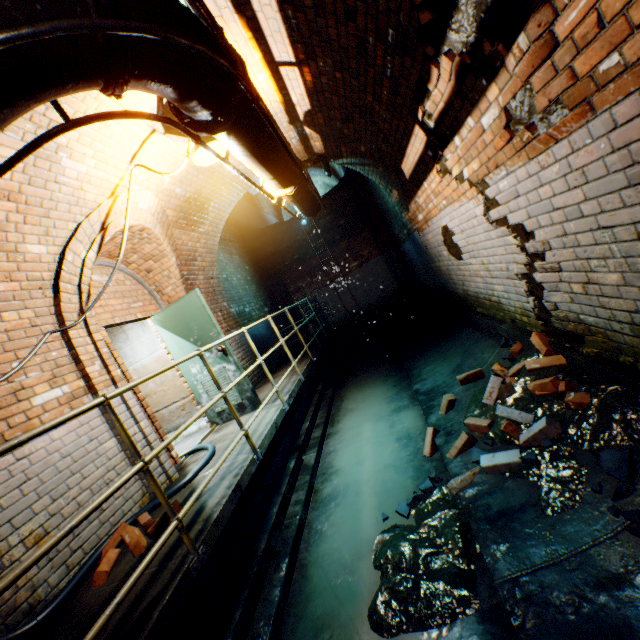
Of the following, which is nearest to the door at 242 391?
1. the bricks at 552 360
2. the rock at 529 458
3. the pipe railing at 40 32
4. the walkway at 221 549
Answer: the walkway at 221 549

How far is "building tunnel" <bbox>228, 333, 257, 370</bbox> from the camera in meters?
7.1

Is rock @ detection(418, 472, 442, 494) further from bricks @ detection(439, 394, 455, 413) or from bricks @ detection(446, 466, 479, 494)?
bricks @ detection(439, 394, 455, 413)

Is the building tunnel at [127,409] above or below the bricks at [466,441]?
above

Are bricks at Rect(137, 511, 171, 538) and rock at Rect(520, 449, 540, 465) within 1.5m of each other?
no

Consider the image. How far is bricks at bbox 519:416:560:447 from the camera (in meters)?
2.46

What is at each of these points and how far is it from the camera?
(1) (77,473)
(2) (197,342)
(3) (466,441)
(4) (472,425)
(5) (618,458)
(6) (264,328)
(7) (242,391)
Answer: (1) building tunnel, 3.07m
(2) door, 5.12m
(3) bricks, 3.09m
(4) bricks, 3.24m
(5) rock, 2.00m
(6) building tunnel, 9.27m
(7) door, 5.09m

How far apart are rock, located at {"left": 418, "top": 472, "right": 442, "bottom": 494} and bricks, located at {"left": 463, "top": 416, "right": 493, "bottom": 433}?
0.26m
